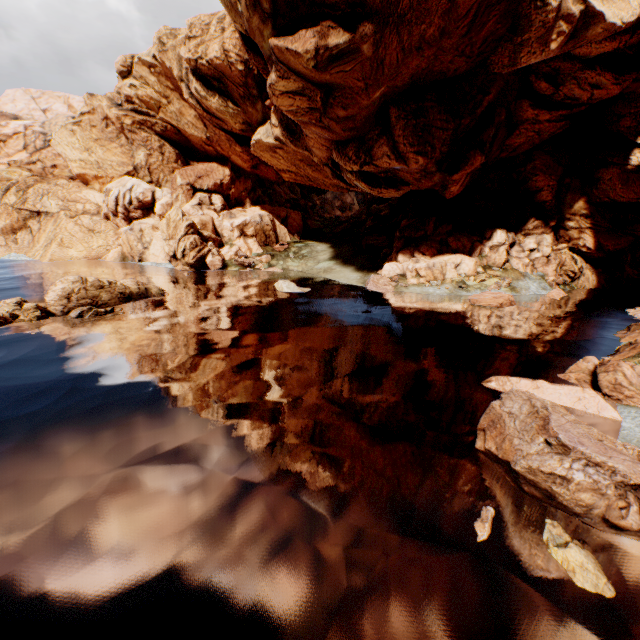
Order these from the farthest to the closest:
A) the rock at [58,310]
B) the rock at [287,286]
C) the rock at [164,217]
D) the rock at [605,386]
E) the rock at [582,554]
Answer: the rock at [287,286] < the rock at [164,217] < the rock at [58,310] < the rock at [605,386] < the rock at [582,554]

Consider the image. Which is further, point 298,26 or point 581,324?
point 581,324

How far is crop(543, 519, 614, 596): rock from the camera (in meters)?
6.69

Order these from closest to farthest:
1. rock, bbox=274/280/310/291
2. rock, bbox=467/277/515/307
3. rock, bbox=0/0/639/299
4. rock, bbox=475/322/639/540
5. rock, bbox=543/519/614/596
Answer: rock, bbox=543/519/614/596 → rock, bbox=475/322/639/540 → rock, bbox=0/0/639/299 → rock, bbox=467/277/515/307 → rock, bbox=274/280/310/291

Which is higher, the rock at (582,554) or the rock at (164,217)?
the rock at (164,217)

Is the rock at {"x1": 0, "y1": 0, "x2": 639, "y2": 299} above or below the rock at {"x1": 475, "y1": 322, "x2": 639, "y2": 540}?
above
